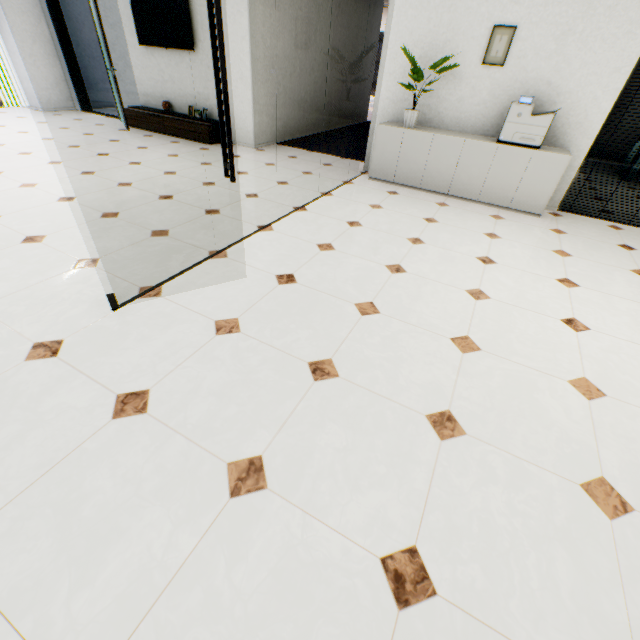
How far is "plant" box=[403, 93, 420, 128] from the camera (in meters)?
4.59

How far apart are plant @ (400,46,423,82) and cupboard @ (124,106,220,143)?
3.69m

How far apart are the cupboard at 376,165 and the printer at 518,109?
0.0m

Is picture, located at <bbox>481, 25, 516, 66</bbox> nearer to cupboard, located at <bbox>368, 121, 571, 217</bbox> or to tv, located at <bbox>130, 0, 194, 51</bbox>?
cupboard, located at <bbox>368, 121, 571, 217</bbox>

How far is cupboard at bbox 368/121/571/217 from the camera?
4.2 meters

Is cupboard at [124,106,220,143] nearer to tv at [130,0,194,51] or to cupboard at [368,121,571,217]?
tv at [130,0,194,51]

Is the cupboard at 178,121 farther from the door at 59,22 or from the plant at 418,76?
the plant at 418,76

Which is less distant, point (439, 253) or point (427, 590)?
point (427, 590)
